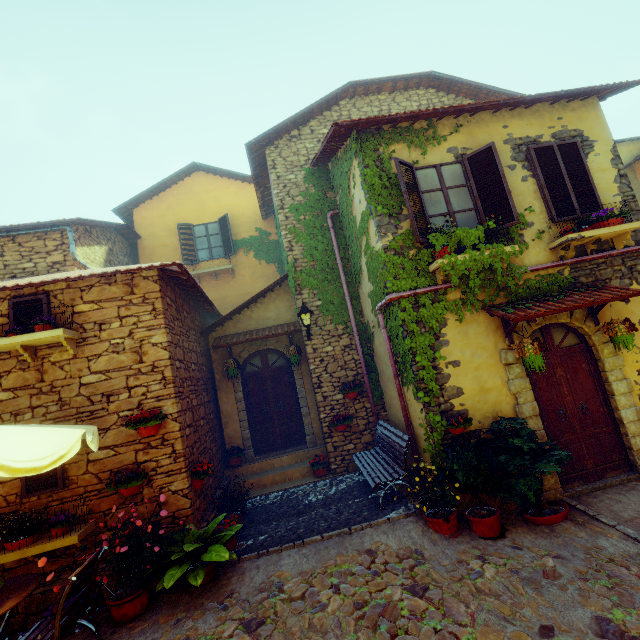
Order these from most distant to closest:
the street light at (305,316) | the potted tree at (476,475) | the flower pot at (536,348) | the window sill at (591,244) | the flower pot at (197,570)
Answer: the street light at (305,316), the window sill at (591,244), the flower pot at (536,348), the potted tree at (476,475), the flower pot at (197,570)

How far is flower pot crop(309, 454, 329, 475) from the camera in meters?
7.9

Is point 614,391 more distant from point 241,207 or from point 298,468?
point 241,207

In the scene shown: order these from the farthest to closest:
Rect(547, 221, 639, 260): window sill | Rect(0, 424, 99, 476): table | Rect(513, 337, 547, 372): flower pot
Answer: Rect(547, 221, 639, 260): window sill → Rect(513, 337, 547, 372): flower pot → Rect(0, 424, 99, 476): table

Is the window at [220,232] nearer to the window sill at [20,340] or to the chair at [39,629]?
the window sill at [20,340]

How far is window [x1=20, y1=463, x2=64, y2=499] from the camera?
5.0m

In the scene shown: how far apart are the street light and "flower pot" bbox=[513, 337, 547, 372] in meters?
4.2

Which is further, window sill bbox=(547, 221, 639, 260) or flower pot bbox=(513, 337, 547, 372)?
window sill bbox=(547, 221, 639, 260)
